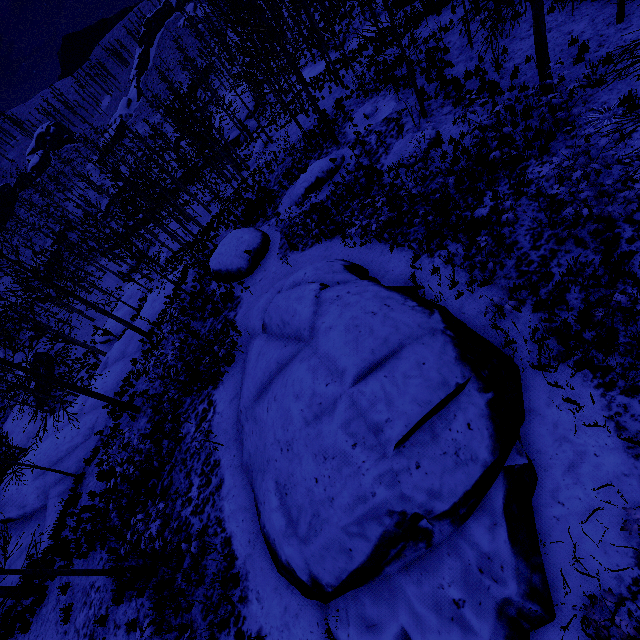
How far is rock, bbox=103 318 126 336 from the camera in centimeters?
3284cm

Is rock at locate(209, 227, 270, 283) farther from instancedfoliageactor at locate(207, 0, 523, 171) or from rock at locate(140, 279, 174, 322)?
instancedfoliageactor at locate(207, 0, 523, 171)

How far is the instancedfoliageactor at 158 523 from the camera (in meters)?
8.41

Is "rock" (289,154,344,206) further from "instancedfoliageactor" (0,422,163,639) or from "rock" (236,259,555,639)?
"instancedfoliageactor" (0,422,163,639)

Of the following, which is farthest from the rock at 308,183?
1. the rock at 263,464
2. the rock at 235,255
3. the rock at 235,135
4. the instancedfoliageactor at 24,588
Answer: the rock at 235,135

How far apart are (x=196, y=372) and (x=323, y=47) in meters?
22.1

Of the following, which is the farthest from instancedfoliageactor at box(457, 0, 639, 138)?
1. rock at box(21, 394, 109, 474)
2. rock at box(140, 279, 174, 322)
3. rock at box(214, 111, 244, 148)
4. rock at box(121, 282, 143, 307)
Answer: rock at box(214, 111, 244, 148)

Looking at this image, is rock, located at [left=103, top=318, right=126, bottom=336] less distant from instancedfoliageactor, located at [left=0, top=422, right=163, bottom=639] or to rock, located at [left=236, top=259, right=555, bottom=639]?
instancedfoliageactor, located at [left=0, top=422, right=163, bottom=639]
